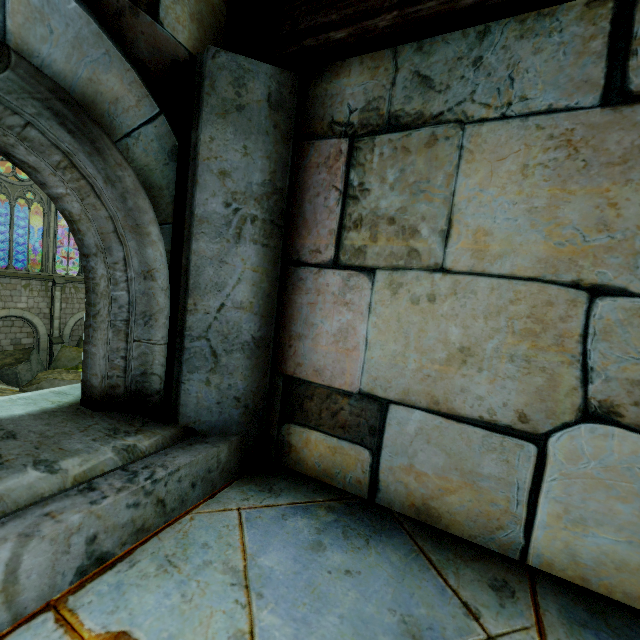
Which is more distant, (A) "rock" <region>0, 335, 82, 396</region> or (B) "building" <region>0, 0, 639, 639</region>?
(A) "rock" <region>0, 335, 82, 396</region>

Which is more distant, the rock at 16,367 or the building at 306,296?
the rock at 16,367

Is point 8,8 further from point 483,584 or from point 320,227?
point 483,584

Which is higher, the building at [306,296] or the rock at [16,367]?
the building at [306,296]

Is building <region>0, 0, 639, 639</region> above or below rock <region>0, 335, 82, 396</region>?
above
